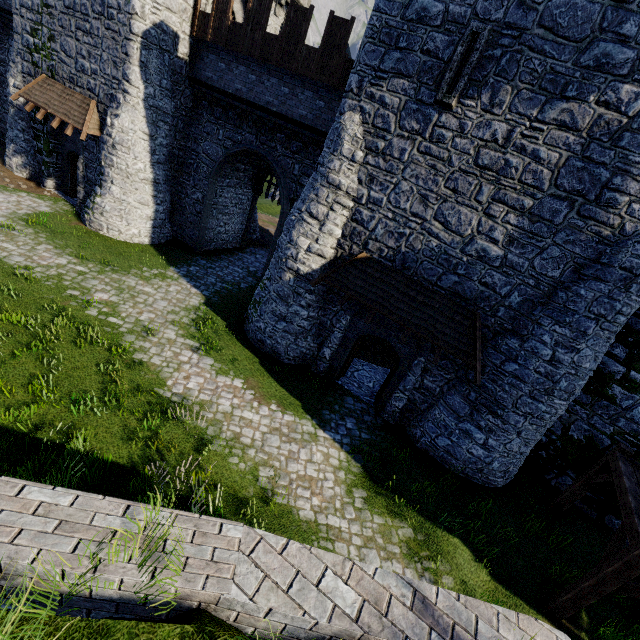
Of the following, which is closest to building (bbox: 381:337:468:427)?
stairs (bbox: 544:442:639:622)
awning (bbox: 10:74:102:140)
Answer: awning (bbox: 10:74:102:140)

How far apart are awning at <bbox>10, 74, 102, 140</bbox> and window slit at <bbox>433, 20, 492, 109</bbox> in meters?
15.5 m

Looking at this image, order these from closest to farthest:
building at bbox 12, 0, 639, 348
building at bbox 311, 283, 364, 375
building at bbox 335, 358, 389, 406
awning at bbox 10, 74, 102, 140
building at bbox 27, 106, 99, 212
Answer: building at bbox 12, 0, 639, 348, building at bbox 311, 283, 364, 375, building at bbox 335, 358, 389, 406, awning at bbox 10, 74, 102, 140, building at bbox 27, 106, 99, 212

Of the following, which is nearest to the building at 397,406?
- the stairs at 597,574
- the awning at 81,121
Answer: the awning at 81,121

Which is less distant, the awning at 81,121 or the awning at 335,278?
the awning at 335,278

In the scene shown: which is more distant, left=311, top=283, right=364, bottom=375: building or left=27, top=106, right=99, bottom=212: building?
left=27, top=106, right=99, bottom=212: building

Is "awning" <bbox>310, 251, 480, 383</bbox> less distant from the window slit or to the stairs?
the stairs

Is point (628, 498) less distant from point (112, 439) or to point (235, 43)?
point (112, 439)
